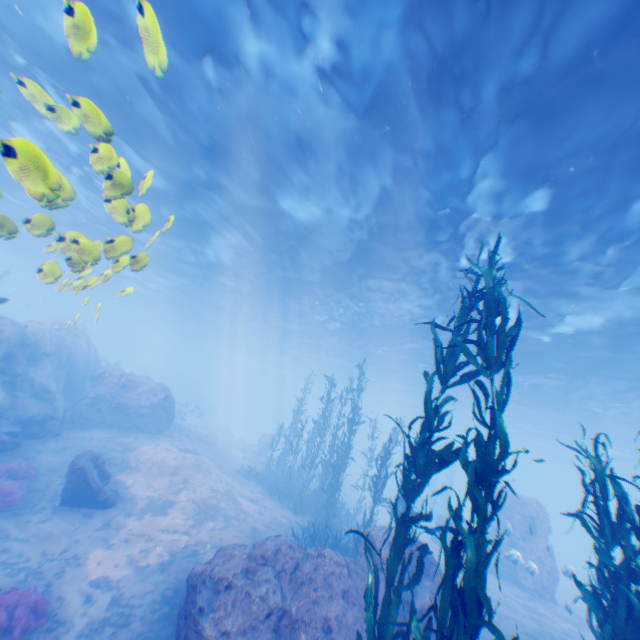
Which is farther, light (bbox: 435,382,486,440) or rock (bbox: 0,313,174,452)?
light (bbox: 435,382,486,440)

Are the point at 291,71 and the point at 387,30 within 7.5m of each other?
yes

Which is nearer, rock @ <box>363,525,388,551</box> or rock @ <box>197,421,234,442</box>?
rock @ <box>363,525,388,551</box>

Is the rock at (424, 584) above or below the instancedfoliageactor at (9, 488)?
above

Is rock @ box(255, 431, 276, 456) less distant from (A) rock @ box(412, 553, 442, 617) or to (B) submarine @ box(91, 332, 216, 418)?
(B) submarine @ box(91, 332, 216, 418)

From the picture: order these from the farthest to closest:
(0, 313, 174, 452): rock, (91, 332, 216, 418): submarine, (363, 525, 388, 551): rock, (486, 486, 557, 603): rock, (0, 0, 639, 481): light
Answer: (91, 332, 216, 418): submarine, (486, 486, 557, 603): rock, (0, 313, 174, 452): rock, (363, 525, 388, 551): rock, (0, 0, 639, 481): light

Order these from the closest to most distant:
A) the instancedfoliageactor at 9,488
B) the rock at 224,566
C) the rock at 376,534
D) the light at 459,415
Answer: the rock at 224,566
the rock at 376,534
the instancedfoliageactor at 9,488
the light at 459,415

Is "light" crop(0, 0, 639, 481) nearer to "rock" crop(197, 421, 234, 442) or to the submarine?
the submarine
